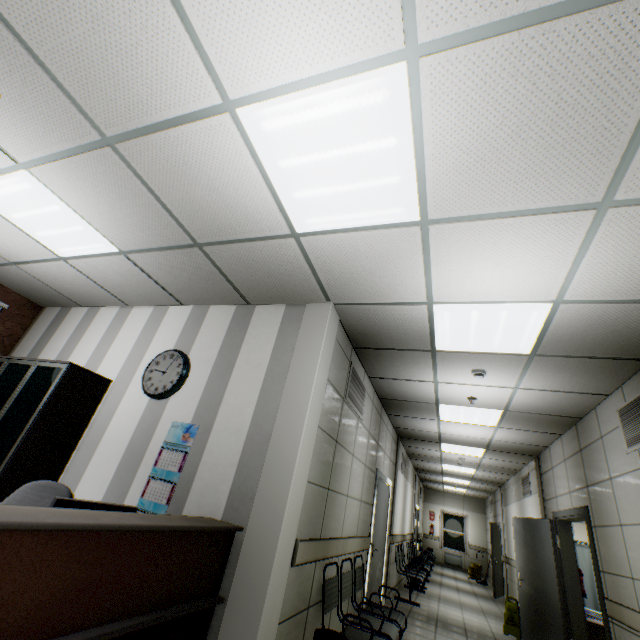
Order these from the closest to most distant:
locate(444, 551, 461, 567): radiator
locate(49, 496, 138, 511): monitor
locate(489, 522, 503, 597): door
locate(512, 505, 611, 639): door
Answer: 1. locate(49, 496, 138, 511): monitor
2. locate(512, 505, 611, 639): door
3. locate(489, 522, 503, 597): door
4. locate(444, 551, 461, 567): radiator

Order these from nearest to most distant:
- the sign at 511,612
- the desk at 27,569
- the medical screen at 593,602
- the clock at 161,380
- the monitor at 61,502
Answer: the desk at 27,569, the monitor at 61,502, the clock at 161,380, the sign at 511,612, the medical screen at 593,602

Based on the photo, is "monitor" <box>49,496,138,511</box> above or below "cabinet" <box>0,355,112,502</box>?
below

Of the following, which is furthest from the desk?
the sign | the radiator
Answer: the radiator

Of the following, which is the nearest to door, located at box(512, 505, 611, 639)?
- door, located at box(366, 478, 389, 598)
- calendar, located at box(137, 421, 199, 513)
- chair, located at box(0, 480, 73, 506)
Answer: door, located at box(366, 478, 389, 598)

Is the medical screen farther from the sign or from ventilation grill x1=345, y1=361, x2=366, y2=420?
ventilation grill x1=345, y1=361, x2=366, y2=420

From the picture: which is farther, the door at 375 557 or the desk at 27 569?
the door at 375 557

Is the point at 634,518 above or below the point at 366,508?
above
